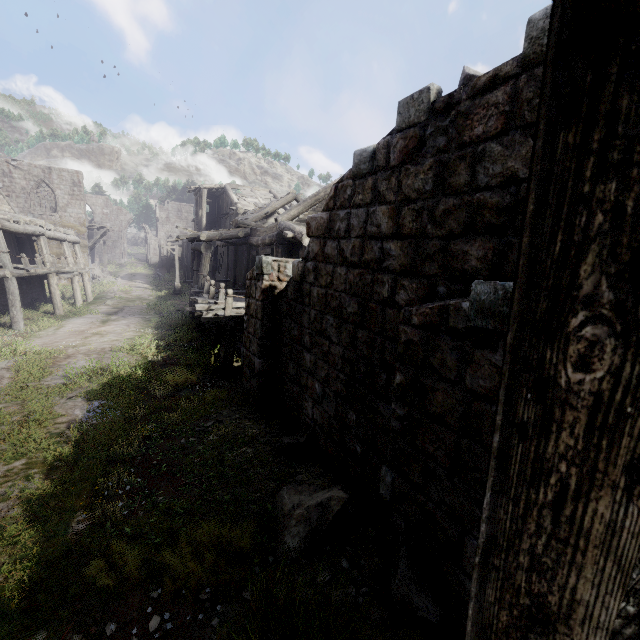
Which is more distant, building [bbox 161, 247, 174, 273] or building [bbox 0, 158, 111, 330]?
building [bbox 161, 247, 174, 273]

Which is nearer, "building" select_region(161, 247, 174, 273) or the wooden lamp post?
the wooden lamp post

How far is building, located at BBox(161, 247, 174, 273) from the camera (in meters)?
47.84

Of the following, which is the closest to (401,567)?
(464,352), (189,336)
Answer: (464,352)

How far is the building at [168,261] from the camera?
47.84m

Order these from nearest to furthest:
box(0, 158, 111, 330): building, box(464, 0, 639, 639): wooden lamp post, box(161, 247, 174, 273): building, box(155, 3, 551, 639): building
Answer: box(464, 0, 639, 639): wooden lamp post < box(155, 3, 551, 639): building < box(0, 158, 111, 330): building < box(161, 247, 174, 273): building

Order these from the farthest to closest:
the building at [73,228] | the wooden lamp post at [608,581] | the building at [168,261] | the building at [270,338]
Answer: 1. the building at [168,261]
2. the building at [73,228]
3. the building at [270,338]
4. the wooden lamp post at [608,581]
